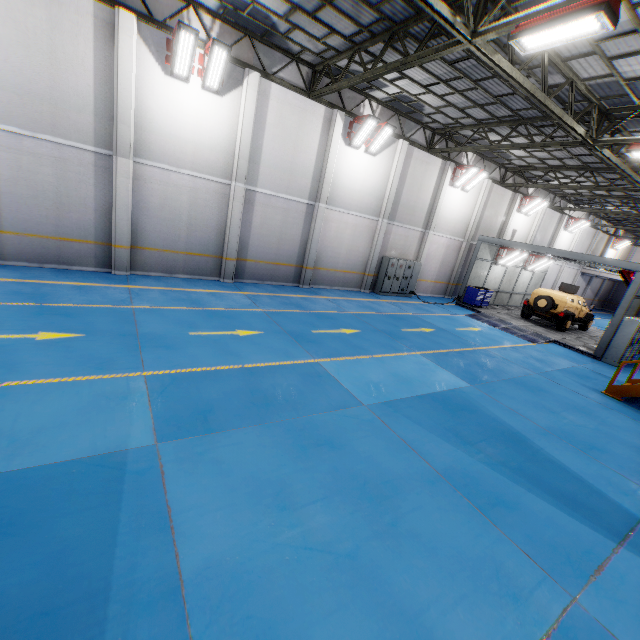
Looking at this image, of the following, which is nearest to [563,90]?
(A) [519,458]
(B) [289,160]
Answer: (B) [289,160]

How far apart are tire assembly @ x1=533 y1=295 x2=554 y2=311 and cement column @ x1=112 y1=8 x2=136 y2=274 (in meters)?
20.97

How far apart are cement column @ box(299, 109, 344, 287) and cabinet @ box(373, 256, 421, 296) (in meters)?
4.42

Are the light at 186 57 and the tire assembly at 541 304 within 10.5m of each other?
no

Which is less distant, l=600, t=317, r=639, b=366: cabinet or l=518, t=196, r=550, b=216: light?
l=600, t=317, r=639, b=366: cabinet

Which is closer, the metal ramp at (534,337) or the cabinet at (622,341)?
the cabinet at (622,341)

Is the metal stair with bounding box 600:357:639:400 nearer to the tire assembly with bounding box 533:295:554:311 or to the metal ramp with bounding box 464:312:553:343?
the metal ramp with bounding box 464:312:553:343

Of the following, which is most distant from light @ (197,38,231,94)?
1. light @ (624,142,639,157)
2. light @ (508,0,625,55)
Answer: light @ (624,142,639,157)
